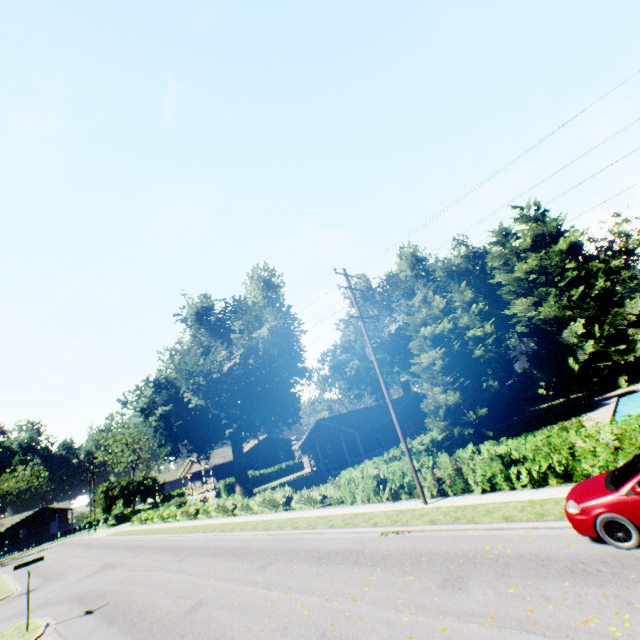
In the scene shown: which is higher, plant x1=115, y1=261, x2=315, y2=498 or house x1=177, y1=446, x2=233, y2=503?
plant x1=115, y1=261, x2=315, y2=498

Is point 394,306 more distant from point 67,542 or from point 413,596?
point 67,542

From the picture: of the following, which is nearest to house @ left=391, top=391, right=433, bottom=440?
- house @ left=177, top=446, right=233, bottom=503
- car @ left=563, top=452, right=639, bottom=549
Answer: house @ left=177, top=446, right=233, bottom=503

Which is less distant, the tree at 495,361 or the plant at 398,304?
the tree at 495,361

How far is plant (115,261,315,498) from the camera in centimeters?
2942cm

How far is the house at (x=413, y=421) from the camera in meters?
35.8 m

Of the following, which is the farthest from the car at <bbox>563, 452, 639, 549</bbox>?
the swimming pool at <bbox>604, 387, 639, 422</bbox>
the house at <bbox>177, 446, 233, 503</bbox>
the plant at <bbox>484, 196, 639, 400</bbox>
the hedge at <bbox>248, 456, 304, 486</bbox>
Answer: the house at <bbox>177, 446, 233, 503</bbox>

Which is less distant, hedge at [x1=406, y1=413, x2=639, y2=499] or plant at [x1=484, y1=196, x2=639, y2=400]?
hedge at [x1=406, y1=413, x2=639, y2=499]
